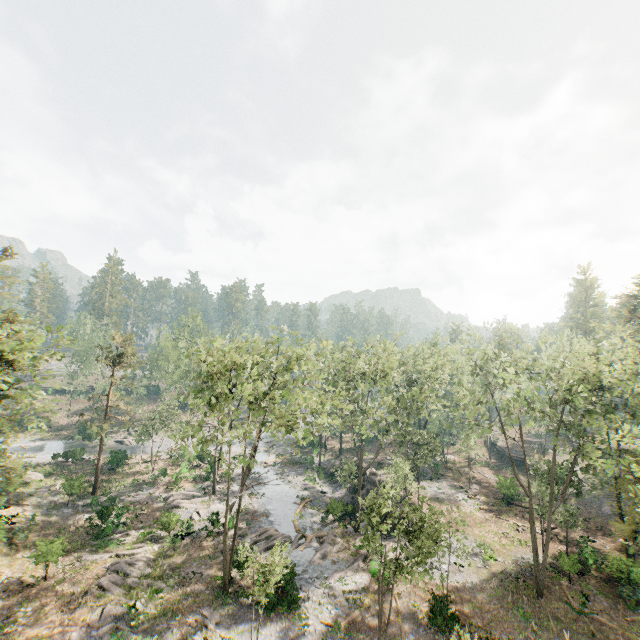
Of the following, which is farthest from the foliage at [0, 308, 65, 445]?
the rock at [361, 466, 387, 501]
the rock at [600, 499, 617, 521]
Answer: the rock at [361, 466, 387, 501]

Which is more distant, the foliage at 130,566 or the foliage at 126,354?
the foliage at 126,354

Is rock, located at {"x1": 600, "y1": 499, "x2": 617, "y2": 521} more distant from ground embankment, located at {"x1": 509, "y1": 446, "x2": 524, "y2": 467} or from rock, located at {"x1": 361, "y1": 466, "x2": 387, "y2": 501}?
rock, located at {"x1": 361, "y1": 466, "x2": 387, "y2": 501}

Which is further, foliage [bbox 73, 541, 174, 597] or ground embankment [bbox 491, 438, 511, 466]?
ground embankment [bbox 491, 438, 511, 466]

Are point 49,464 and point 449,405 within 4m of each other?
no

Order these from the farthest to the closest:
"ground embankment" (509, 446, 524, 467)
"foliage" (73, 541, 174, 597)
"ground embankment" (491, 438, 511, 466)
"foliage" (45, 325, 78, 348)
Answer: "ground embankment" (491, 438, 511, 466), "ground embankment" (509, 446, 524, 467), "foliage" (73, 541, 174, 597), "foliage" (45, 325, 78, 348)

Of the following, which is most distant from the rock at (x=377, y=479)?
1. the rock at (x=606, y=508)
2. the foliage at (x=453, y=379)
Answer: the rock at (x=606, y=508)
